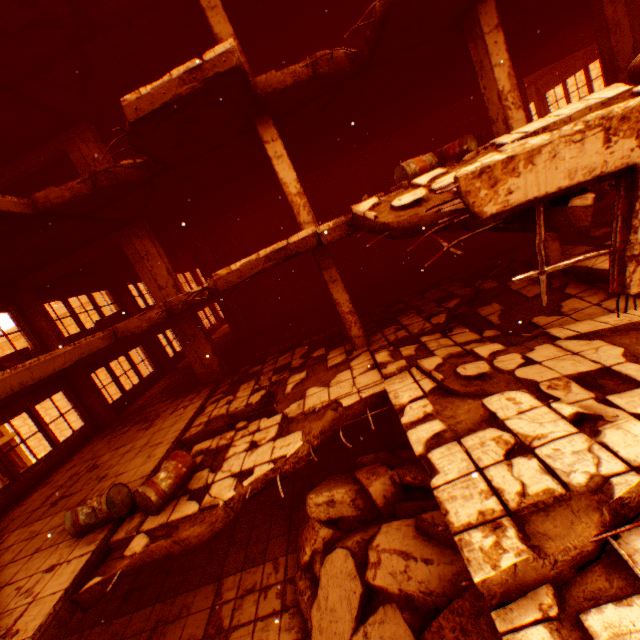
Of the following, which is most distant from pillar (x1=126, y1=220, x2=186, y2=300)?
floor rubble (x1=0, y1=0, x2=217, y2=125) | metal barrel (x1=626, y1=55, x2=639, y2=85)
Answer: metal barrel (x1=626, y1=55, x2=639, y2=85)

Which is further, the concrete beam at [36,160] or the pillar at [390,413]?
the concrete beam at [36,160]

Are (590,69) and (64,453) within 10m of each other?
no

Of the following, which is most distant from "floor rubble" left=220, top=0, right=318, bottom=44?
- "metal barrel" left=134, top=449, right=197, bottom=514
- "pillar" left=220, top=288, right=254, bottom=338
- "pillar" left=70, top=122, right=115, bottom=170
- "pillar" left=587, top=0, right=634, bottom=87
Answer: "pillar" left=220, top=288, right=254, bottom=338

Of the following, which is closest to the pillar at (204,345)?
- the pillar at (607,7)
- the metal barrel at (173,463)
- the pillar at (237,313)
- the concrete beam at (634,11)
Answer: the pillar at (237,313)

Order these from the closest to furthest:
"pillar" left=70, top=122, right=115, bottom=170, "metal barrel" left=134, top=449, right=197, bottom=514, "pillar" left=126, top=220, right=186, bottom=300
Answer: "metal barrel" left=134, top=449, right=197, bottom=514 < "pillar" left=70, top=122, right=115, bottom=170 < "pillar" left=126, top=220, right=186, bottom=300

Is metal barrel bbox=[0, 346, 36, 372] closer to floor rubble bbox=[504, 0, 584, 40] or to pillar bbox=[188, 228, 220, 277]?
floor rubble bbox=[504, 0, 584, 40]

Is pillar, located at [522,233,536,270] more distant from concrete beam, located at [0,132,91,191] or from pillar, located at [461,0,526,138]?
concrete beam, located at [0,132,91,191]
